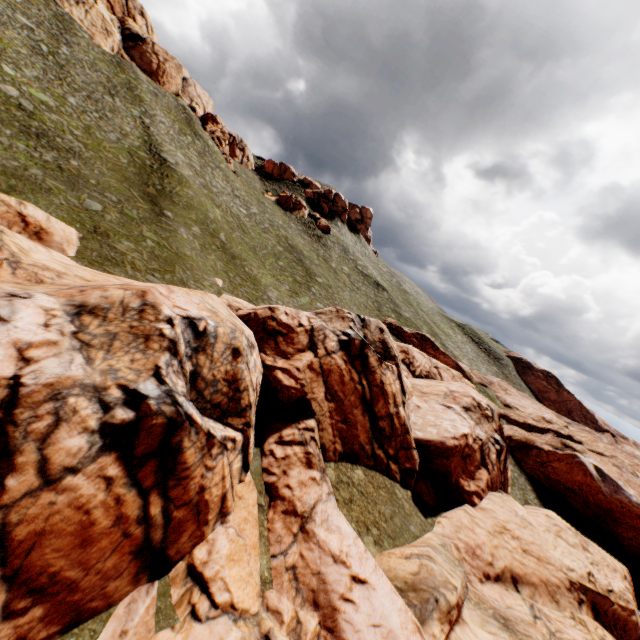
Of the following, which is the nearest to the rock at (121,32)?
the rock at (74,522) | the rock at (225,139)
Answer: the rock at (225,139)

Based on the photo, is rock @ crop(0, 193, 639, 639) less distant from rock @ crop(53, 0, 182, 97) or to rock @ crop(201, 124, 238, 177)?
rock @ crop(53, 0, 182, 97)

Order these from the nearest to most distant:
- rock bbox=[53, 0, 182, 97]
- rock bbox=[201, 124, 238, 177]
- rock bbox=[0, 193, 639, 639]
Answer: rock bbox=[0, 193, 639, 639] < rock bbox=[53, 0, 182, 97] < rock bbox=[201, 124, 238, 177]

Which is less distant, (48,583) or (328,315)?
(48,583)

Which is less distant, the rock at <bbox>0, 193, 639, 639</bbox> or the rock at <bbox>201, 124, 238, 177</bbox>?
the rock at <bbox>0, 193, 639, 639</bbox>

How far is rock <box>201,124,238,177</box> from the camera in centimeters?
5488cm
